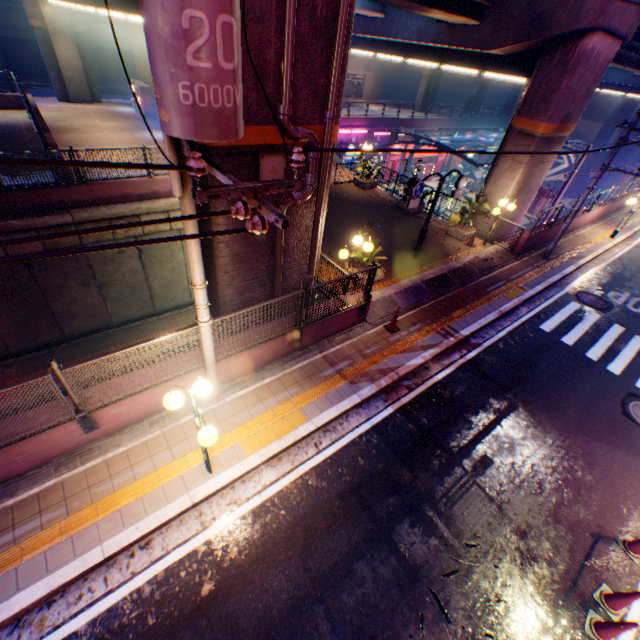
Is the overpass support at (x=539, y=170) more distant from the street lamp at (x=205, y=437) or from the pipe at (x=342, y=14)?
the street lamp at (x=205, y=437)

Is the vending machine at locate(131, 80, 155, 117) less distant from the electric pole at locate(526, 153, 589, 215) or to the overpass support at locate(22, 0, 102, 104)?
the overpass support at locate(22, 0, 102, 104)

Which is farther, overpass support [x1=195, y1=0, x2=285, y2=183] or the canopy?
the canopy

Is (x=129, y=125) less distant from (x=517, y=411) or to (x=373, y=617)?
(x=517, y=411)

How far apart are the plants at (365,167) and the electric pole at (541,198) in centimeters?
860cm

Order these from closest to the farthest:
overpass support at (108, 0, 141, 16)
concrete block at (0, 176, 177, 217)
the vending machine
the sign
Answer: overpass support at (108, 0, 141, 16), the sign, concrete block at (0, 176, 177, 217), the vending machine

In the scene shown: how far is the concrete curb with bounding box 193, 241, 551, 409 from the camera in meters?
7.7 m

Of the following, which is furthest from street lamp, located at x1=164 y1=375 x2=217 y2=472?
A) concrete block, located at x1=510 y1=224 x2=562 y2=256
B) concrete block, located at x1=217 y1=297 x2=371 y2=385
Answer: concrete block, located at x1=510 y1=224 x2=562 y2=256
